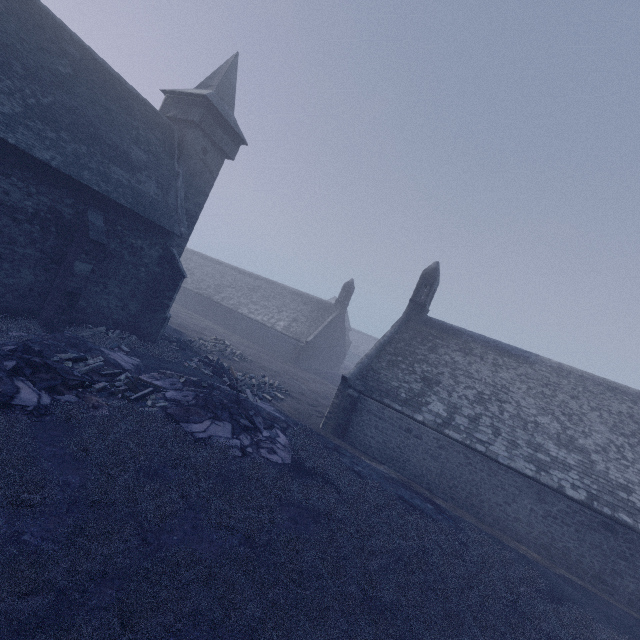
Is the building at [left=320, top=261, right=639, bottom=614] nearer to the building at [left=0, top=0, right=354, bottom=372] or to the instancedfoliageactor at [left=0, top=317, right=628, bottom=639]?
the instancedfoliageactor at [left=0, top=317, right=628, bottom=639]

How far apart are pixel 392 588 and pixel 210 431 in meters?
7.2 m

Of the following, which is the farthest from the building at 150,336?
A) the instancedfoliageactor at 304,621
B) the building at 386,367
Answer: the building at 386,367

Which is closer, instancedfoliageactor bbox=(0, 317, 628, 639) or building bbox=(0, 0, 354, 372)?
instancedfoliageactor bbox=(0, 317, 628, 639)

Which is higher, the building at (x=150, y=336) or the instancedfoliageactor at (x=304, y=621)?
the building at (x=150, y=336)

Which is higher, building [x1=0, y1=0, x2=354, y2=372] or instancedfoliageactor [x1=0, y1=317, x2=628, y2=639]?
building [x1=0, y1=0, x2=354, y2=372]

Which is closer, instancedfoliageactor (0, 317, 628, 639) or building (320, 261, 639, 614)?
instancedfoliageactor (0, 317, 628, 639)
